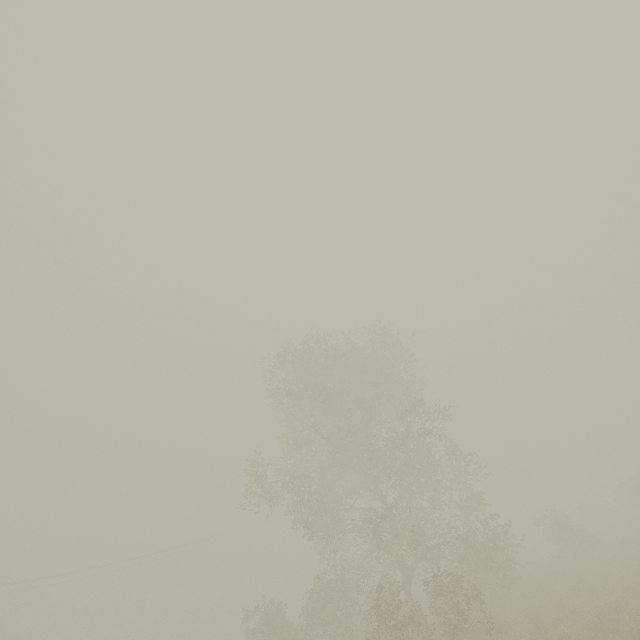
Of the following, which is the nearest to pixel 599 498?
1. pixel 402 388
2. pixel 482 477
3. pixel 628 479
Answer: pixel 628 479
